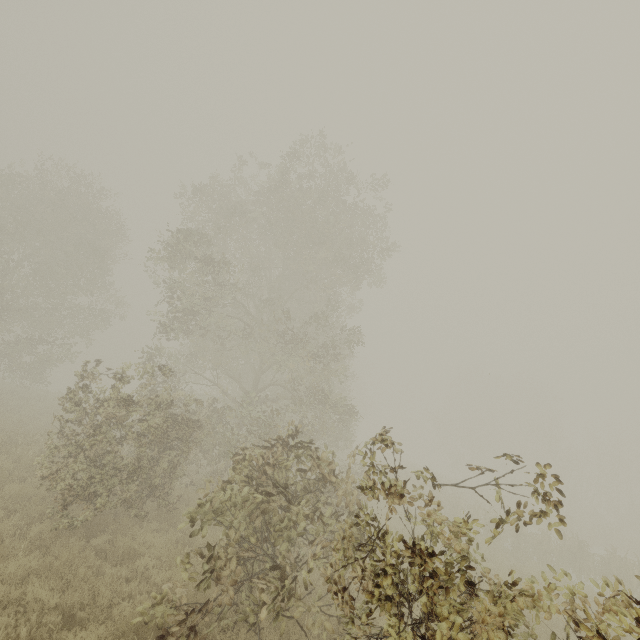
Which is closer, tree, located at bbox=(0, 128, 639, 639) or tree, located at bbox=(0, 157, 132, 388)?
tree, located at bbox=(0, 128, 639, 639)

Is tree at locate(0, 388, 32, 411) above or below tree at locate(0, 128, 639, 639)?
below

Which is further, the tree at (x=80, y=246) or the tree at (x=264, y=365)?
the tree at (x=80, y=246)

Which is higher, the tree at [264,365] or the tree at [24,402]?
the tree at [264,365]

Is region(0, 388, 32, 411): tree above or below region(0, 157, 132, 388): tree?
below

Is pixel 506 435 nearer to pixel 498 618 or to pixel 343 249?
pixel 343 249
